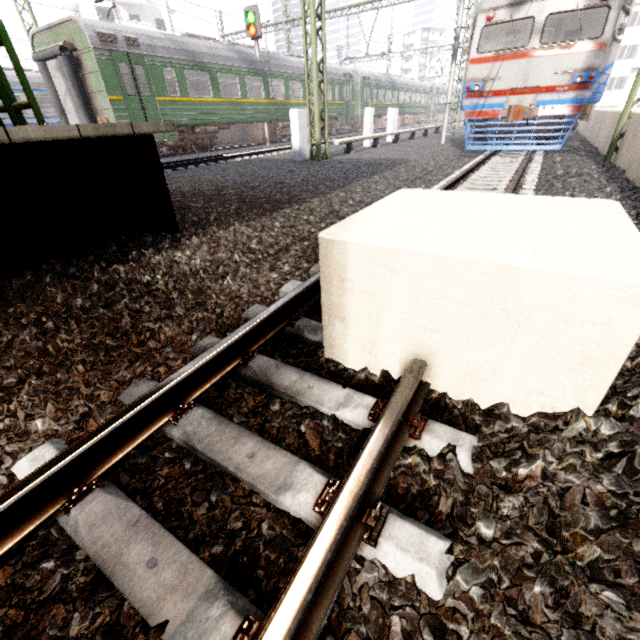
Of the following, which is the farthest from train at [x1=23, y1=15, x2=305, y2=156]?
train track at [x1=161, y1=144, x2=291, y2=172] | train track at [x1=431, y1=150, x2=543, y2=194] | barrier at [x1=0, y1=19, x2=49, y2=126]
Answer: train track at [x1=431, y1=150, x2=543, y2=194]

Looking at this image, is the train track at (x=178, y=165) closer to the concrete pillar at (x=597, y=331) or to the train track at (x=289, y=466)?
the train track at (x=289, y=466)

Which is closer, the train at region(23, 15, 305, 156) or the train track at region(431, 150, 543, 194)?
the train track at region(431, 150, 543, 194)

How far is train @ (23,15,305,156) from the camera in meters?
11.2 m

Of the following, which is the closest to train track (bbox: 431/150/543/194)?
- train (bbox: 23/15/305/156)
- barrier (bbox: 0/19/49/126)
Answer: barrier (bbox: 0/19/49/126)

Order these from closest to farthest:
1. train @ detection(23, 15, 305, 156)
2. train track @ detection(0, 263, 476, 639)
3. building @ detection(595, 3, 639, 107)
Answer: train track @ detection(0, 263, 476, 639)
train @ detection(23, 15, 305, 156)
building @ detection(595, 3, 639, 107)

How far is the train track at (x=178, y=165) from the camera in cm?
1148

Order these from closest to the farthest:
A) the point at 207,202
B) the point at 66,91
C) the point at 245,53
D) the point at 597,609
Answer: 1. the point at 597,609
2. the point at 207,202
3. the point at 66,91
4. the point at 245,53
